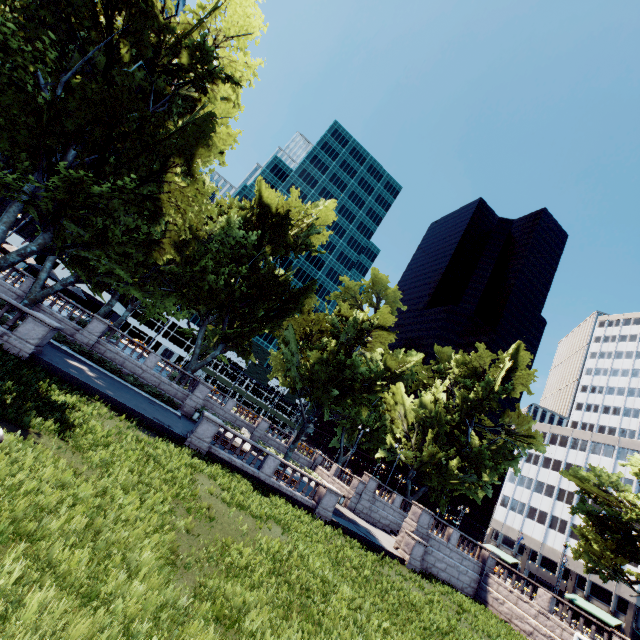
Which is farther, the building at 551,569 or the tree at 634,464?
the building at 551,569

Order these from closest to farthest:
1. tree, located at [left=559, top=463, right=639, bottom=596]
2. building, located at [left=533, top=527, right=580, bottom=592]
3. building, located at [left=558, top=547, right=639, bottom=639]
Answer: tree, located at [left=559, top=463, right=639, bottom=596], building, located at [left=558, top=547, right=639, bottom=639], building, located at [left=533, top=527, right=580, bottom=592]

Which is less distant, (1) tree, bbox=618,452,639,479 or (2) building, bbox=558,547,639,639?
(1) tree, bbox=618,452,639,479

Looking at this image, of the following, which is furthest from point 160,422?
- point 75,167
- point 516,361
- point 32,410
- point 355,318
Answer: point 516,361

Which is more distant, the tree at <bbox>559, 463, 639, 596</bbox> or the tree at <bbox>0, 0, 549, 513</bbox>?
the tree at <bbox>559, 463, 639, 596</bbox>

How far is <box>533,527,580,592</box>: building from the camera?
57.6 meters
